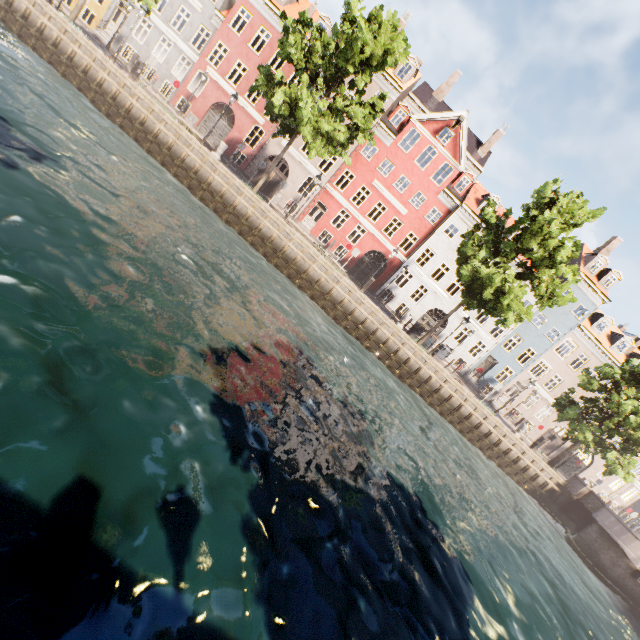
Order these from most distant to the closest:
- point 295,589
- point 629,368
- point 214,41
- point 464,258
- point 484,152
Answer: point 484,152 < point 214,41 < point 629,368 < point 464,258 < point 295,589

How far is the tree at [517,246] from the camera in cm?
1783

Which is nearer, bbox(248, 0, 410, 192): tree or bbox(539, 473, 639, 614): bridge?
bbox(248, 0, 410, 192): tree

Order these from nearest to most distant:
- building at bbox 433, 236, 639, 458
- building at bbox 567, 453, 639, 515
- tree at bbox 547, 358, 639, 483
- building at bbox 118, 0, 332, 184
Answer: tree at bbox 547, 358, 639, 483 → building at bbox 118, 0, 332, 184 → building at bbox 433, 236, 639, 458 → building at bbox 567, 453, 639, 515

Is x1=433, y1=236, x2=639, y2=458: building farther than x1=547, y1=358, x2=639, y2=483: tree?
Yes

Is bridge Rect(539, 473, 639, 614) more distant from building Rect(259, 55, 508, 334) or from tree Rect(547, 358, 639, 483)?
building Rect(259, 55, 508, 334)

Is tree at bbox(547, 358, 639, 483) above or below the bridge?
above

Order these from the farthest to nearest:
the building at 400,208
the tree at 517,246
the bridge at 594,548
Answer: the building at 400,208 < the bridge at 594,548 < the tree at 517,246
